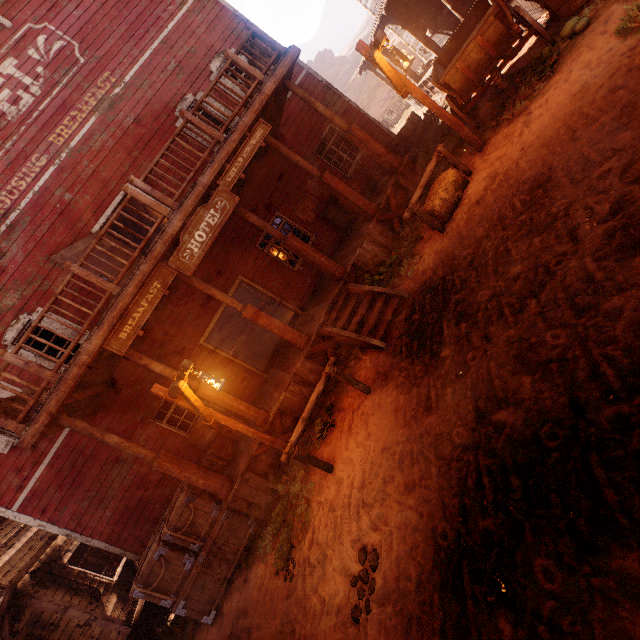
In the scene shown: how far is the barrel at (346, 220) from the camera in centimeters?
1016cm

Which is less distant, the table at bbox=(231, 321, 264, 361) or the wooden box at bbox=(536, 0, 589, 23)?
the wooden box at bbox=(536, 0, 589, 23)

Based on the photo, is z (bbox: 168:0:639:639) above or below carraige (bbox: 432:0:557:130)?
below

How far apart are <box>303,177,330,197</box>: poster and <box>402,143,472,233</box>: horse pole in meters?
4.8 m

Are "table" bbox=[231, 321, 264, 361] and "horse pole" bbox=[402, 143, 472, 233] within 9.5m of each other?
no

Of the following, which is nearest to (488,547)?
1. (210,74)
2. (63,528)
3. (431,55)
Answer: (63,528)

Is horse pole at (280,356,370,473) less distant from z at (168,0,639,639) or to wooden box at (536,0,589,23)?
z at (168,0,639,639)

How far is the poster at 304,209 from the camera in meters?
10.8 m
